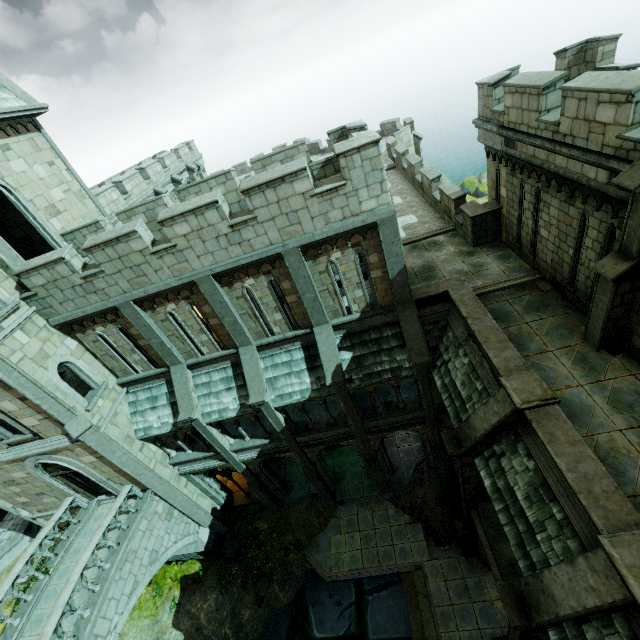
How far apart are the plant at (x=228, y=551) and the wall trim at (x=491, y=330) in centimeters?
1495cm

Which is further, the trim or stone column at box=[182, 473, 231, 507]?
stone column at box=[182, 473, 231, 507]

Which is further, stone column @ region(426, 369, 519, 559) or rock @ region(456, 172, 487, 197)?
rock @ region(456, 172, 487, 197)

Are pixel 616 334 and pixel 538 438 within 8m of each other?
yes

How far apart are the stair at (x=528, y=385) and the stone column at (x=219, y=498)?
15.4m

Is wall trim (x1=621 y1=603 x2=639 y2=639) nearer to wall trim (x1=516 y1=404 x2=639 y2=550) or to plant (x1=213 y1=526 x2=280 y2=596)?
wall trim (x1=516 y1=404 x2=639 y2=550)

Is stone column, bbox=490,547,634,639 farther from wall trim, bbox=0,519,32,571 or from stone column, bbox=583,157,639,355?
wall trim, bbox=0,519,32,571

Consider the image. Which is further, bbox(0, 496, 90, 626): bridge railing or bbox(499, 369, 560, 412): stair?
bbox(0, 496, 90, 626): bridge railing
